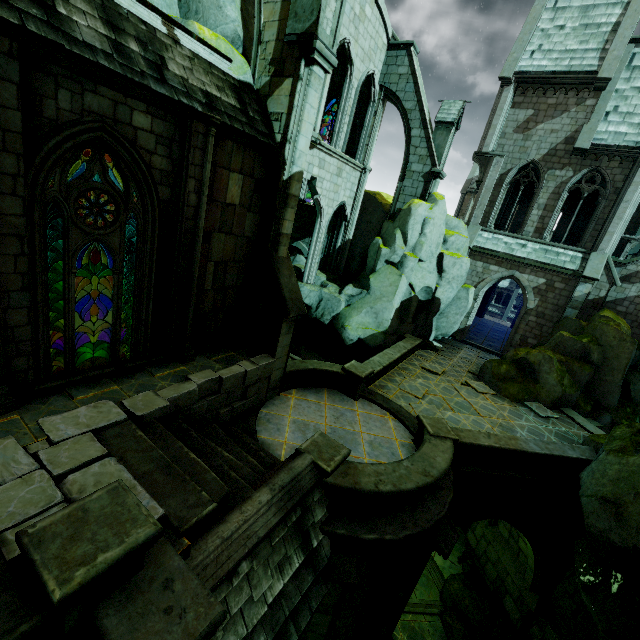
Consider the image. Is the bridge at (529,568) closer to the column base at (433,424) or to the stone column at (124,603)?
the column base at (433,424)

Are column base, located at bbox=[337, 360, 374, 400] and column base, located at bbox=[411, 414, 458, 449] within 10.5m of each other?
yes

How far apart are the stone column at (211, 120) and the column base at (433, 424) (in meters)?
6.82

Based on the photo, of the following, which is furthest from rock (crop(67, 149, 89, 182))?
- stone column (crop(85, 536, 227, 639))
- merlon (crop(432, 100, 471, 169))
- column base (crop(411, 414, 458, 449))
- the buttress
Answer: merlon (crop(432, 100, 471, 169))

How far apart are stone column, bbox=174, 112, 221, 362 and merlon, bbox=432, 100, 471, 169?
14.1 meters

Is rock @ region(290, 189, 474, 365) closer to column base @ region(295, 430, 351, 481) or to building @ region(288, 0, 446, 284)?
building @ region(288, 0, 446, 284)

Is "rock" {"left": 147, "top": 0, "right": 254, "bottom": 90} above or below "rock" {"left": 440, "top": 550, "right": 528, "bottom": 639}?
above

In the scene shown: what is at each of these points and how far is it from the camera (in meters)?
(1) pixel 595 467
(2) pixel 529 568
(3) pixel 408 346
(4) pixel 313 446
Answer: (1) rock, 9.05
(2) bridge, 12.05
(3) wall trim, 16.34
(4) column base, 7.13
